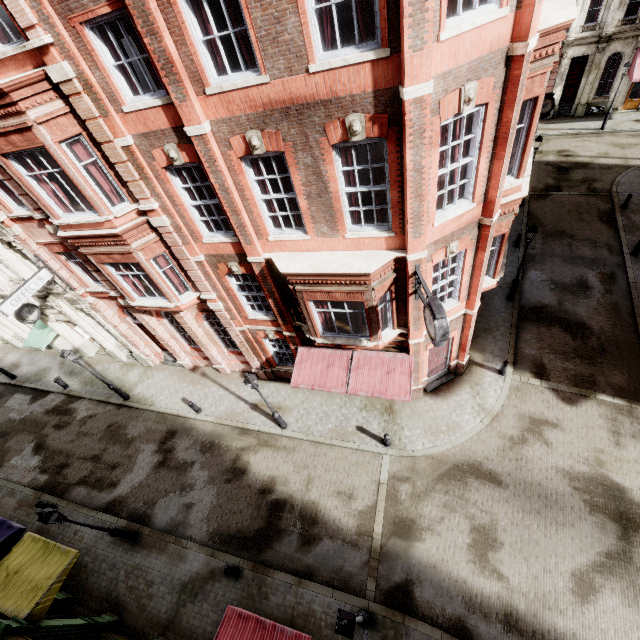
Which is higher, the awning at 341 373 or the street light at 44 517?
the street light at 44 517

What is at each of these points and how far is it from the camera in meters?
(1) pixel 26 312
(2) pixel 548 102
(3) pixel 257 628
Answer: (1) clock, 15.7 m
(2) clock, 20.2 m
(3) awning, 8.6 m

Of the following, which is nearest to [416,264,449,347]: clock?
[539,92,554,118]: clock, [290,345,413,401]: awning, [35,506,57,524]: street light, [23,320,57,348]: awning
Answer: [290,345,413,401]: awning

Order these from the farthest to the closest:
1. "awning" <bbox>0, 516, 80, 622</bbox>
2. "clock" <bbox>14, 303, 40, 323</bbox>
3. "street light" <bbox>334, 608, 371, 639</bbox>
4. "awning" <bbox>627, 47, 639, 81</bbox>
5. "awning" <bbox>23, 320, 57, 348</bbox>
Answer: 1. "awning" <bbox>627, 47, 639, 81</bbox>
2. "awning" <bbox>23, 320, 57, 348</bbox>
3. "clock" <bbox>14, 303, 40, 323</bbox>
4. "awning" <bbox>0, 516, 80, 622</bbox>
5. "street light" <bbox>334, 608, 371, 639</bbox>

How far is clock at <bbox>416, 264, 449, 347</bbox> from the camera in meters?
8.1

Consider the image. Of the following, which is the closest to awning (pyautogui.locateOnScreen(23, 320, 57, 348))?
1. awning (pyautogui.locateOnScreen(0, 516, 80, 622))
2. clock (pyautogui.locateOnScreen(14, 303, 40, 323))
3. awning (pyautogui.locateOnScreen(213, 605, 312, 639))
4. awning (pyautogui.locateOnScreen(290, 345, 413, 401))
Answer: clock (pyautogui.locateOnScreen(14, 303, 40, 323))

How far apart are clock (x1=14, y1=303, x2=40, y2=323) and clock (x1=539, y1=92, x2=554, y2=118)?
30.2m

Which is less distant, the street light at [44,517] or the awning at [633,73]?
the street light at [44,517]
